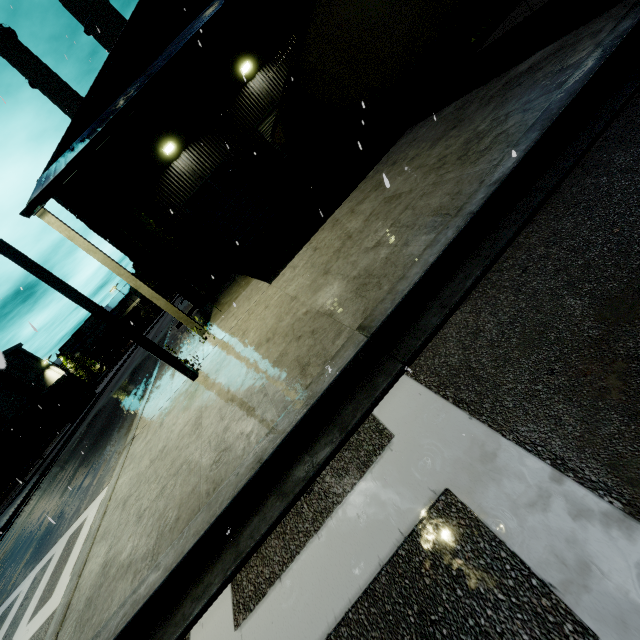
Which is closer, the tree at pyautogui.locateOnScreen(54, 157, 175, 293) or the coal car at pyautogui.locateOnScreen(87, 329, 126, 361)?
the tree at pyautogui.locateOnScreen(54, 157, 175, 293)

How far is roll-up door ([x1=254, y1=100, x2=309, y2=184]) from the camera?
15.03m

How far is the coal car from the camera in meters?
56.0

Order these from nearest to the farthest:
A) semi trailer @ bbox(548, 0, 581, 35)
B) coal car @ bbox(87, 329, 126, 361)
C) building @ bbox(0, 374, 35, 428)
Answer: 1. semi trailer @ bbox(548, 0, 581, 35)
2. building @ bbox(0, 374, 35, 428)
3. coal car @ bbox(87, 329, 126, 361)

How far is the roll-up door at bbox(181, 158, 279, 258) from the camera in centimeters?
1500cm

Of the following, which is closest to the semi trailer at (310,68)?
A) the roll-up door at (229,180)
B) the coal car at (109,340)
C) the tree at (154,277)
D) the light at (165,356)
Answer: the tree at (154,277)

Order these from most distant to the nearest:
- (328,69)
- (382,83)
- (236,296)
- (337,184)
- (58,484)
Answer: (337,184)
(58,484)
(236,296)
(328,69)
(382,83)

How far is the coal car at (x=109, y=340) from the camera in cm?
5597
